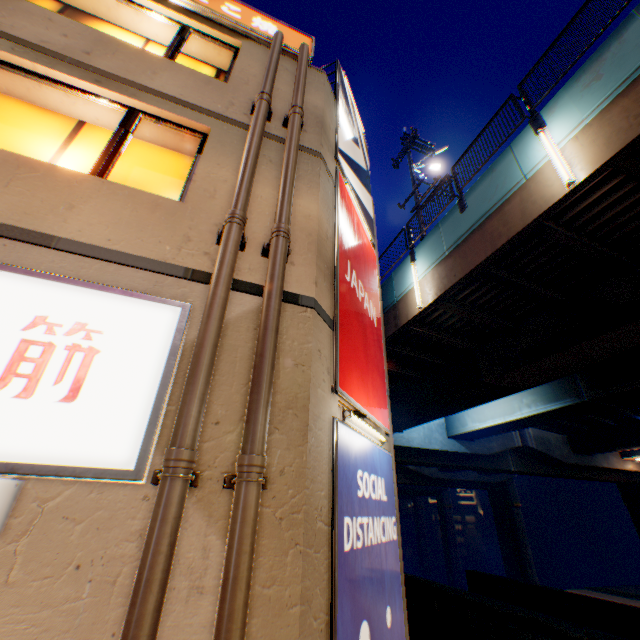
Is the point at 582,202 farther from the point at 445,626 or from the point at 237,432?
the point at 445,626

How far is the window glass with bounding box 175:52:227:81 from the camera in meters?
6.3

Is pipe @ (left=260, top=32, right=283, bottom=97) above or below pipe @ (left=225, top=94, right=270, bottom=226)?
above

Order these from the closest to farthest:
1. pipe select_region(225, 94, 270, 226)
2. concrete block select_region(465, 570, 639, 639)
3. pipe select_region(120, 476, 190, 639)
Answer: pipe select_region(120, 476, 190, 639) < pipe select_region(225, 94, 270, 226) < concrete block select_region(465, 570, 639, 639)

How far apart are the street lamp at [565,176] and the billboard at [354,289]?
3.9m

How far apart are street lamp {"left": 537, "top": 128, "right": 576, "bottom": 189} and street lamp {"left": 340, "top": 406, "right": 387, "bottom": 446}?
Result: 6.2 meters

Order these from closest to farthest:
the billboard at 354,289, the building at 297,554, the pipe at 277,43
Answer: the building at 297,554
the billboard at 354,289
the pipe at 277,43

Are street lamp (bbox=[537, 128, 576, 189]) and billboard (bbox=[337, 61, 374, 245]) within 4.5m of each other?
yes
